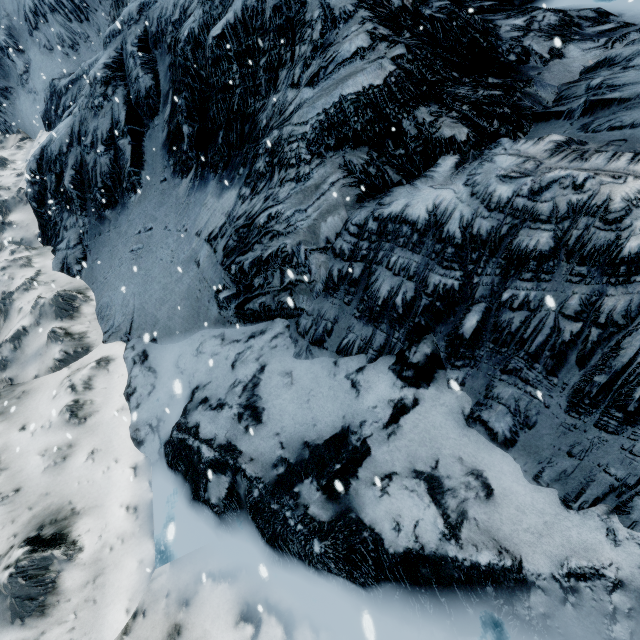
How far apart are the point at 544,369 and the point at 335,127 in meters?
3.7 m
